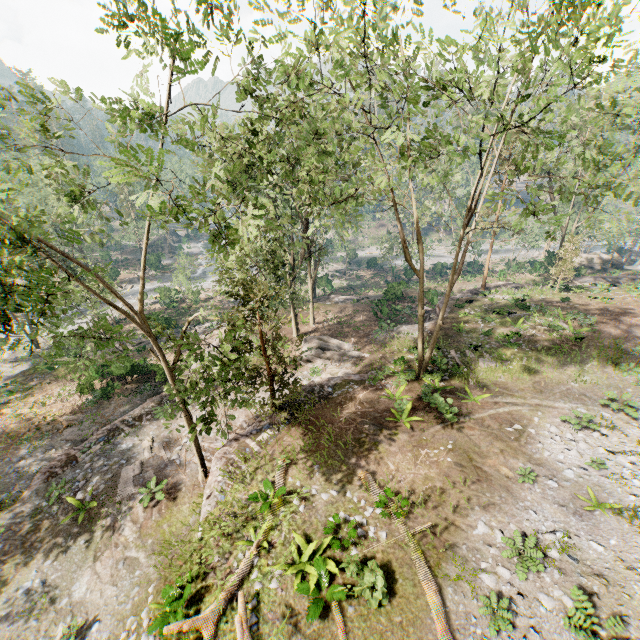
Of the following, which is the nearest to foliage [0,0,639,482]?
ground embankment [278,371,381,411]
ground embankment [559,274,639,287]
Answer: ground embankment [278,371,381,411]

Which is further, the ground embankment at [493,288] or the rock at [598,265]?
the rock at [598,265]

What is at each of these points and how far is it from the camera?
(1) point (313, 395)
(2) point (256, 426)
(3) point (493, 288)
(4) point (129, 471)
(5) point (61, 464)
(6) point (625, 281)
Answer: (1) ground embankment, 19.1 meters
(2) ground embankment, 17.4 meters
(3) ground embankment, 33.3 meters
(4) foliage, 16.9 meters
(5) ground embankment, 18.2 meters
(6) ground embankment, 36.4 meters

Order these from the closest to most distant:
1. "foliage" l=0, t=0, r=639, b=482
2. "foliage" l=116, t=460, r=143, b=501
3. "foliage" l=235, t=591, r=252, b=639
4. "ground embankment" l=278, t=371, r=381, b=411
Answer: "foliage" l=0, t=0, r=639, b=482, "foliage" l=235, t=591, r=252, b=639, "foliage" l=116, t=460, r=143, b=501, "ground embankment" l=278, t=371, r=381, b=411

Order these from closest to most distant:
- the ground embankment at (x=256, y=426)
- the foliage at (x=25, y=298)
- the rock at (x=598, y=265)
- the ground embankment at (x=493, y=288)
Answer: the foliage at (x=25, y=298) → the ground embankment at (x=256, y=426) → the ground embankment at (x=493, y=288) → the rock at (x=598, y=265)

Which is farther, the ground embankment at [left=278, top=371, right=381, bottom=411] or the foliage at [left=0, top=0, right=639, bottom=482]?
the ground embankment at [left=278, top=371, right=381, bottom=411]

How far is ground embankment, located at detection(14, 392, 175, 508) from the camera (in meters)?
17.42

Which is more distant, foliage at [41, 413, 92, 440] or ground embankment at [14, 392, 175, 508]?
foliage at [41, 413, 92, 440]
